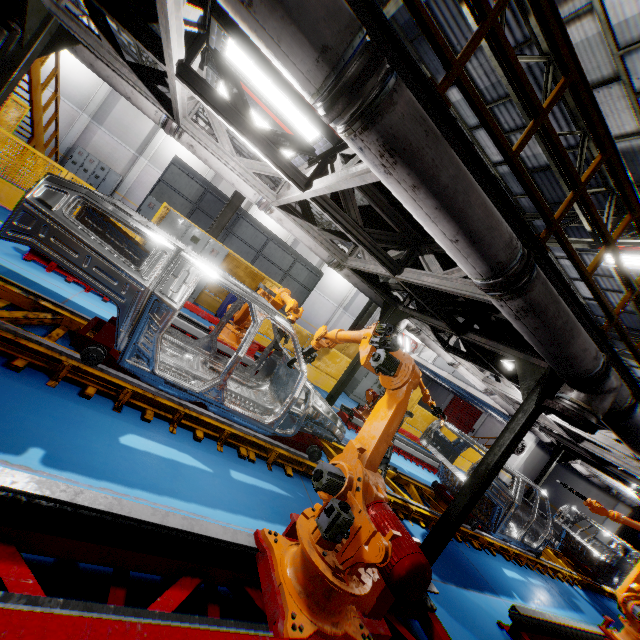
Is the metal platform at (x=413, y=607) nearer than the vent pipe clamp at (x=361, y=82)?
No

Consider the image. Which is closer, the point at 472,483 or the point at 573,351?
the point at 573,351

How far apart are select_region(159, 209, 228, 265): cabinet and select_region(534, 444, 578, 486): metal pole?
14.2m

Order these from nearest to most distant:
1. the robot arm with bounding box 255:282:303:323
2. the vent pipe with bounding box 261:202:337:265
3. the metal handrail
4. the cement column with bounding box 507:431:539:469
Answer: the metal handrail, the robot arm with bounding box 255:282:303:323, the vent pipe with bounding box 261:202:337:265, the cement column with bounding box 507:431:539:469

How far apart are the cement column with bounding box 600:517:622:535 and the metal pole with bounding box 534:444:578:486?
7.3m

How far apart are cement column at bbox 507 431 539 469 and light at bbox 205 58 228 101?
18.8 meters

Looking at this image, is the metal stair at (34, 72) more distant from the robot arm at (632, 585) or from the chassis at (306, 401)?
the robot arm at (632, 585)

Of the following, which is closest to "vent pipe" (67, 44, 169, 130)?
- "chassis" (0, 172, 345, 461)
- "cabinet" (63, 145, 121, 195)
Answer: "chassis" (0, 172, 345, 461)
